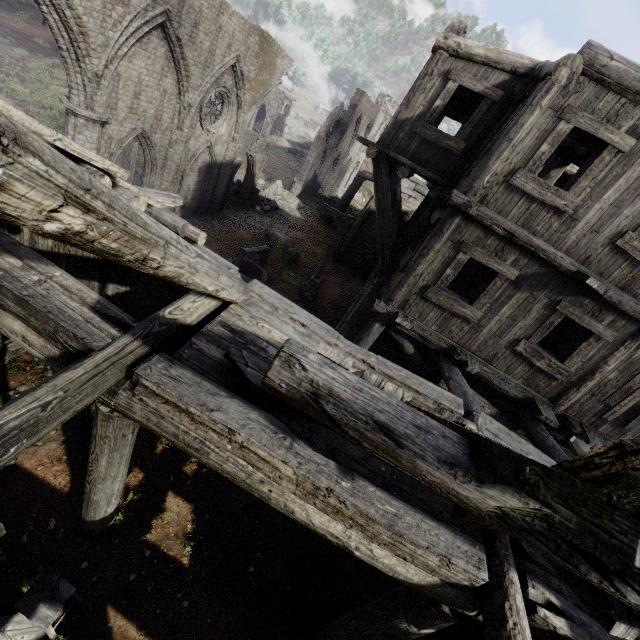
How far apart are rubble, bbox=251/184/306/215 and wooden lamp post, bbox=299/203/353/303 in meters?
8.2

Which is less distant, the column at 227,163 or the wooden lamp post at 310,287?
the wooden lamp post at 310,287

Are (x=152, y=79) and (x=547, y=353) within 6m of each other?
no

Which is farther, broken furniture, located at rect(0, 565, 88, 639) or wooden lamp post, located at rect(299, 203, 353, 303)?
wooden lamp post, located at rect(299, 203, 353, 303)

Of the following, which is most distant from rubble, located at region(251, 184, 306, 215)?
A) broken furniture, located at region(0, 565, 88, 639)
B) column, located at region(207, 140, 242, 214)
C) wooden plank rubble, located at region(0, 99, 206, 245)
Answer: broken furniture, located at region(0, 565, 88, 639)

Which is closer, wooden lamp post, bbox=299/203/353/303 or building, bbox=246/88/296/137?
wooden lamp post, bbox=299/203/353/303

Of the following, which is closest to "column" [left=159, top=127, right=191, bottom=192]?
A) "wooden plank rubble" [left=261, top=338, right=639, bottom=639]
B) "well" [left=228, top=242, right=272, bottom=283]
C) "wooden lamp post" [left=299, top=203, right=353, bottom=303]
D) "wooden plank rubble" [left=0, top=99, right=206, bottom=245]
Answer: "well" [left=228, top=242, right=272, bottom=283]

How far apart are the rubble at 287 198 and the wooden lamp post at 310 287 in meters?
8.2 m
